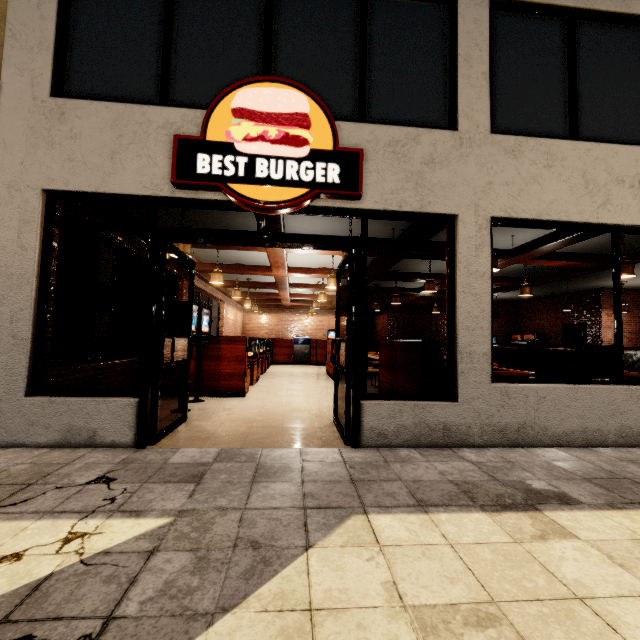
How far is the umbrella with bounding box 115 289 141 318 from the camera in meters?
6.9

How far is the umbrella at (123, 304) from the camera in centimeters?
687cm

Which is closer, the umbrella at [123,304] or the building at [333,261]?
the building at [333,261]

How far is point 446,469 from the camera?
3.0m

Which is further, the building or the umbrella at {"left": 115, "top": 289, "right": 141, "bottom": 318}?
the umbrella at {"left": 115, "top": 289, "right": 141, "bottom": 318}
